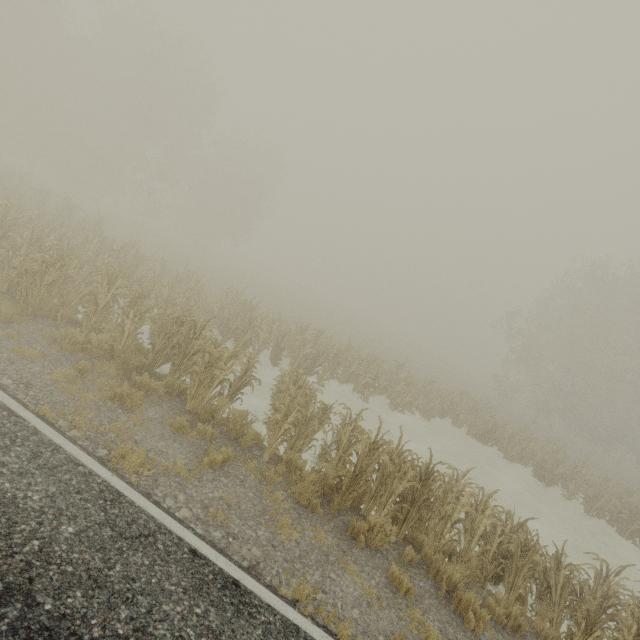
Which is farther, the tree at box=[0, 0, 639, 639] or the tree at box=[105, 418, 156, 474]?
the tree at box=[0, 0, 639, 639]

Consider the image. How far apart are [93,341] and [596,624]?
11.2m

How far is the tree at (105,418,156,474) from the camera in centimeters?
516cm

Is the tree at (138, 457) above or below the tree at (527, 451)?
below

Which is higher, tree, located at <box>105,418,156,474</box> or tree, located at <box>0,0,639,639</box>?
tree, located at <box>0,0,639,639</box>

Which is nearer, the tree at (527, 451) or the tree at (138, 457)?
the tree at (138, 457)
